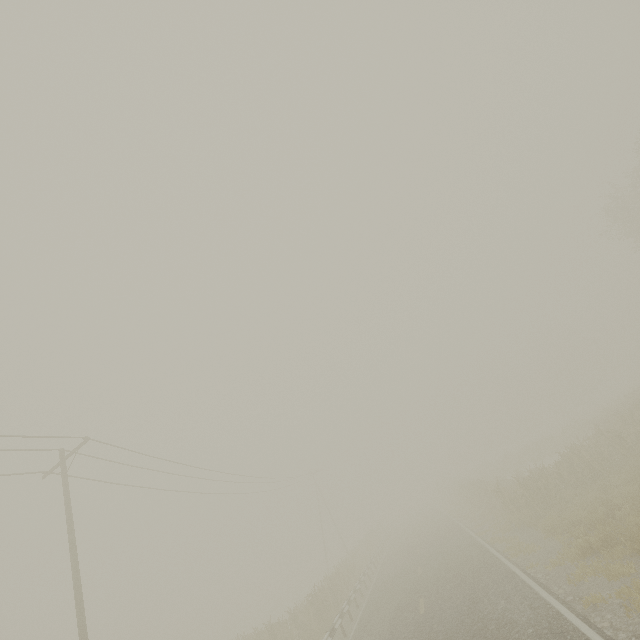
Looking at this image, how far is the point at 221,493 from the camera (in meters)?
26.88

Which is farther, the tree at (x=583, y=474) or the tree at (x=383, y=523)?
the tree at (x=383, y=523)

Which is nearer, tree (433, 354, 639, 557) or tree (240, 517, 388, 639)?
tree (433, 354, 639, 557)
